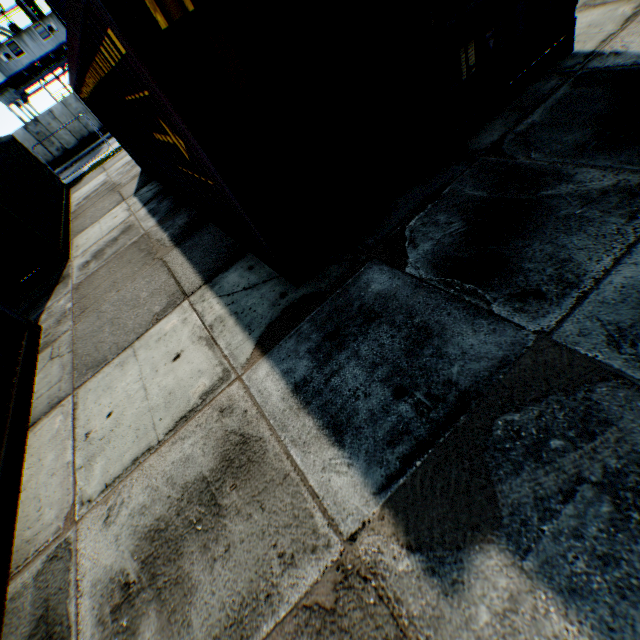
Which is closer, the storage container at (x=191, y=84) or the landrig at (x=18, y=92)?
the storage container at (x=191, y=84)

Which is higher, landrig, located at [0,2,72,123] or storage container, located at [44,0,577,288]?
landrig, located at [0,2,72,123]

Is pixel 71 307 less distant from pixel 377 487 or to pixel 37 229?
pixel 37 229

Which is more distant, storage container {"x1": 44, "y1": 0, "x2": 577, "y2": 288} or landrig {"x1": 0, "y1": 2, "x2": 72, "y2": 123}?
landrig {"x1": 0, "y1": 2, "x2": 72, "y2": 123}

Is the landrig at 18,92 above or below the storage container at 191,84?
above
